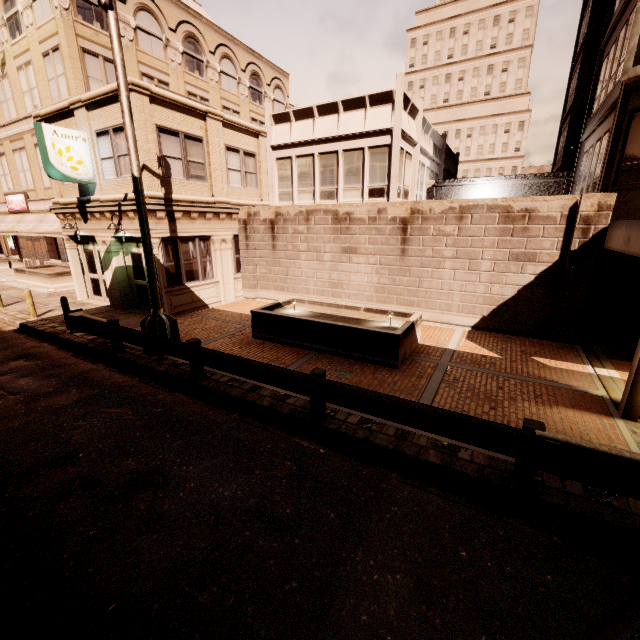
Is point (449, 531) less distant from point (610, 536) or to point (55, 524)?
point (610, 536)

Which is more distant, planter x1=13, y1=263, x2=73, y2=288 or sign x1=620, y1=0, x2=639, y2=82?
planter x1=13, y1=263, x2=73, y2=288

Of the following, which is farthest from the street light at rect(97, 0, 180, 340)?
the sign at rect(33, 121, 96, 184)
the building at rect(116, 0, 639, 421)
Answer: the sign at rect(33, 121, 96, 184)

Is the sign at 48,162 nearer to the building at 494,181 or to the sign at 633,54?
the building at 494,181

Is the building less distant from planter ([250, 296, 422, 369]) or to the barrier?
the barrier

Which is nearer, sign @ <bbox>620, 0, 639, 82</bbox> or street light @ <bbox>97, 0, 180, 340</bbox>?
street light @ <bbox>97, 0, 180, 340</bbox>

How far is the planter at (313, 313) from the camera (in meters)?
8.57

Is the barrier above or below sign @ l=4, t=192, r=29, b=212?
below
